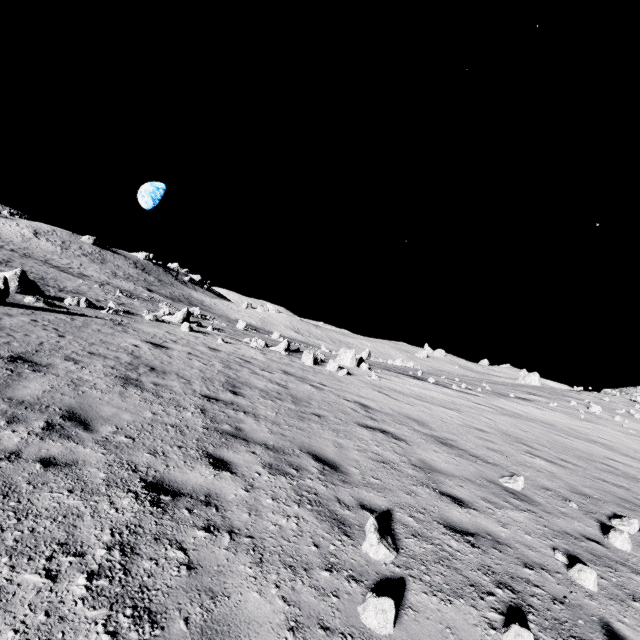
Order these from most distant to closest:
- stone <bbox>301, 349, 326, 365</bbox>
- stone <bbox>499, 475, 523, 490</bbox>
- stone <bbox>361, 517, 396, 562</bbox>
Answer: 1. stone <bbox>301, 349, 326, 365</bbox>
2. stone <bbox>499, 475, 523, 490</bbox>
3. stone <bbox>361, 517, 396, 562</bbox>

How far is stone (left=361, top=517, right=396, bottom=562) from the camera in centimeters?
361cm

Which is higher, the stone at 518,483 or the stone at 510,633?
the stone at 518,483

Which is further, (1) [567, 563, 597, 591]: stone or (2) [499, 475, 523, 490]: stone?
(2) [499, 475, 523, 490]: stone

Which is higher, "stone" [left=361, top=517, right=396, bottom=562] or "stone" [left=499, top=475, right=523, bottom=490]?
"stone" [left=499, top=475, right=523, bottom=490]

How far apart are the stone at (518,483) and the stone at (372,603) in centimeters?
537cm

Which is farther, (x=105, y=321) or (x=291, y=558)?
(x=105, y=321)

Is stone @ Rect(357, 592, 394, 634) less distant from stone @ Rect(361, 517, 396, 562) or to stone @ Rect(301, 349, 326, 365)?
stone @ Rect(361, 517, 396, 562)
